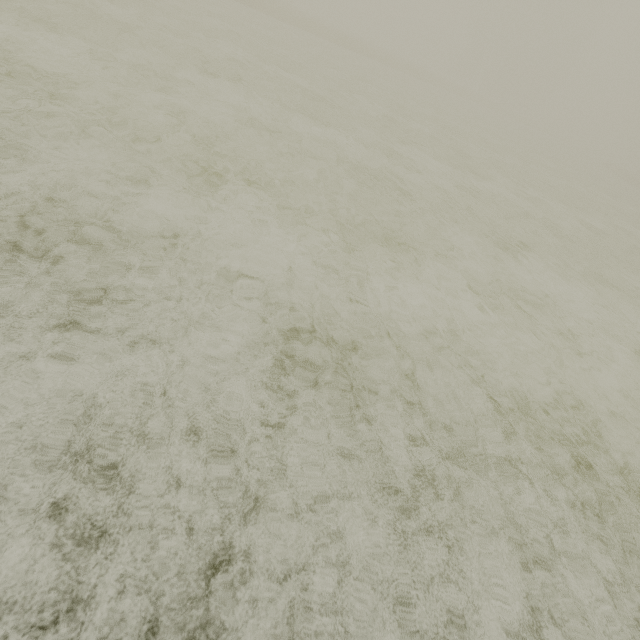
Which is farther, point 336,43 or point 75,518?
point 336,43
